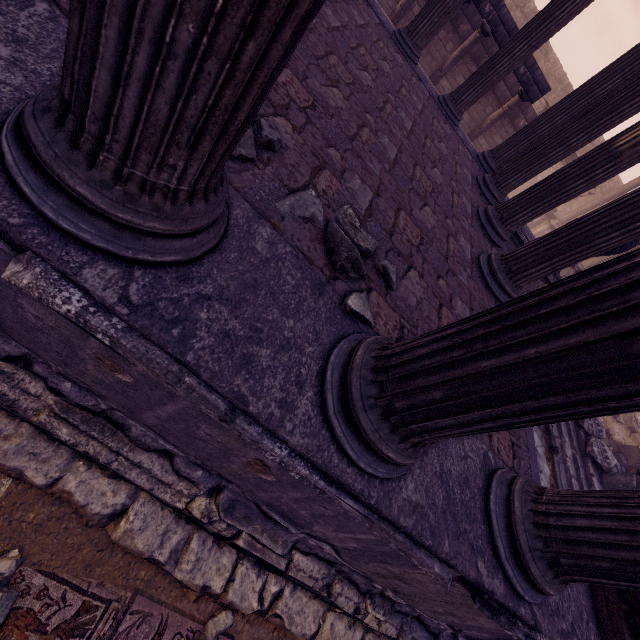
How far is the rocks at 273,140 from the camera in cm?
169

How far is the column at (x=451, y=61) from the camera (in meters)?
9.29

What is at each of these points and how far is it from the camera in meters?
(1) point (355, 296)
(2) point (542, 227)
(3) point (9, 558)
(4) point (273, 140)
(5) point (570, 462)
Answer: (1) rocks, 1.9
(2) relief sculpture, 18.0
(3) stone, 1.7
(4) rocks, 1.9
(5) building debris, 8.0

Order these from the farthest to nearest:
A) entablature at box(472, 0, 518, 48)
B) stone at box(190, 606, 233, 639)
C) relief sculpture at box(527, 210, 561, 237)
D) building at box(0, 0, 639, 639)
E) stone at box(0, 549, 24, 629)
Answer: relief sculpture at box(527, 210, 561, 237) < entablature at box(472, 0, 518, 48) < stone at box(190, 606, 233, 639) < stone at box(0, 549, 24, 629) < building at box(0, 0, 639, 639)

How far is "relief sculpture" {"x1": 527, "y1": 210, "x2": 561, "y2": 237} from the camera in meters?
17.5

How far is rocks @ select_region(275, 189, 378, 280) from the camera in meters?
1.8 m

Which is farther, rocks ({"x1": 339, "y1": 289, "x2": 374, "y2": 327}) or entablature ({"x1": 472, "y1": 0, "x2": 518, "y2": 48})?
entablature ({"x1": 472, "y1": 0, "x2": 518, "y2": 48})
